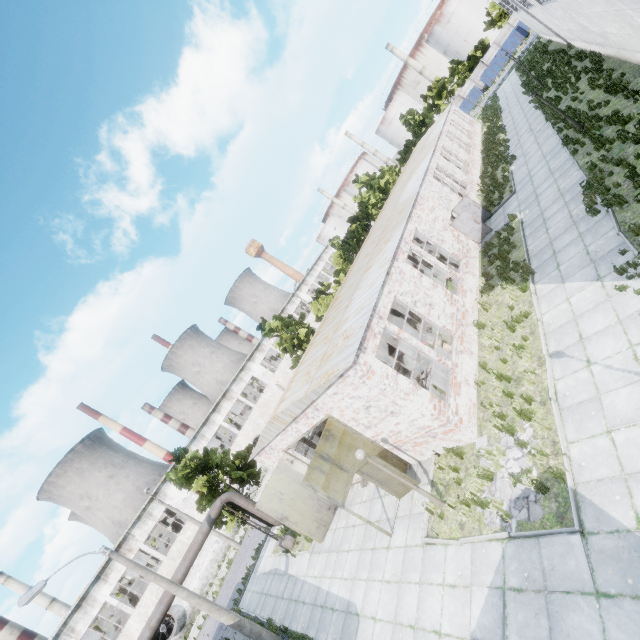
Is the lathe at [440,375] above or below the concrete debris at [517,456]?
above

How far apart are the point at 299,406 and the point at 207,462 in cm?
1239

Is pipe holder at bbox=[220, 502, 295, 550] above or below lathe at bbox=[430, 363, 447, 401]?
below

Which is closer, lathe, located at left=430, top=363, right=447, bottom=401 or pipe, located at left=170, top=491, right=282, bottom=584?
lathe, located at left=430, top=363, right=447, bottom=401

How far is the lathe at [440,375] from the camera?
12.77m

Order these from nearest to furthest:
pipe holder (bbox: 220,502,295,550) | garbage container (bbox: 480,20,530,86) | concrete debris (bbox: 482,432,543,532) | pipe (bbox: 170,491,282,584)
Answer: concrete debris (bbox: 482,432,543,532) < pipe (bbox: 170,491,282,584) < pipe holder (bbox: 220,502,295,550) < garbage container (bbox: 480,20,530,86)

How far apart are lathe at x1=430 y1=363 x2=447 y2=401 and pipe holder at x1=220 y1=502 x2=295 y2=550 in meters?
13.1 m

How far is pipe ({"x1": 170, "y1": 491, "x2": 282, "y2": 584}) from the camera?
16.7m
